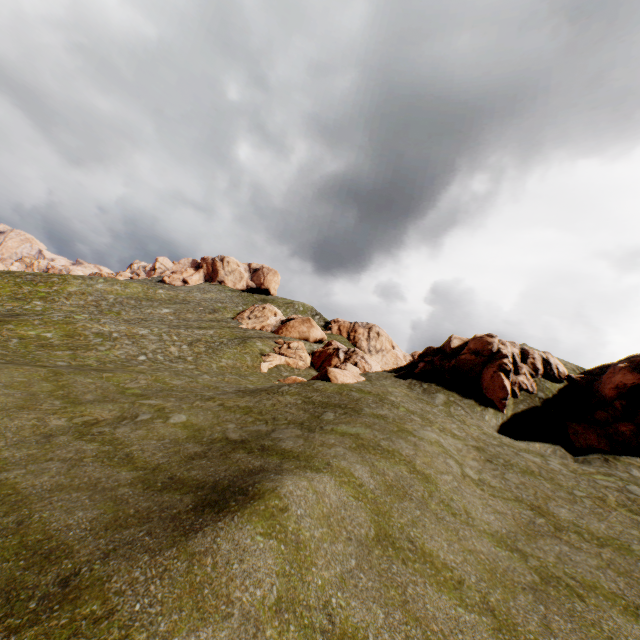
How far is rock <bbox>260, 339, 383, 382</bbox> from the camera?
23.2m

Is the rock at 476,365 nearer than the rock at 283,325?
Yes

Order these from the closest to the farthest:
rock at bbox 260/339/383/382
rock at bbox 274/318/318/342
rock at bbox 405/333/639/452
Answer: rock at bbox 405/333/639/452
rock at bbox 260/339/383/382
rock at bbox 274/318/318/342

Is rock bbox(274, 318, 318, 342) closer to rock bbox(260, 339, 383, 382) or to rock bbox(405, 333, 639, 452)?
rock bbox(260, 339, 383, 382)

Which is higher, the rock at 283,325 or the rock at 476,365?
the rock at 283,325

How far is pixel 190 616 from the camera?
4.7m
